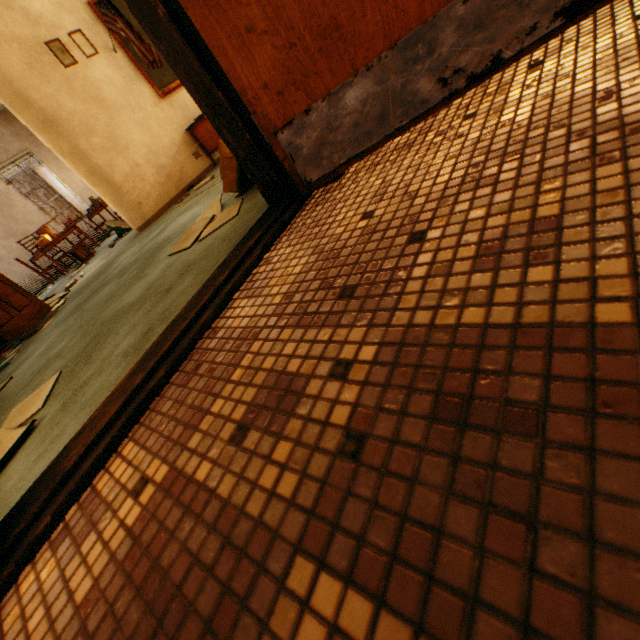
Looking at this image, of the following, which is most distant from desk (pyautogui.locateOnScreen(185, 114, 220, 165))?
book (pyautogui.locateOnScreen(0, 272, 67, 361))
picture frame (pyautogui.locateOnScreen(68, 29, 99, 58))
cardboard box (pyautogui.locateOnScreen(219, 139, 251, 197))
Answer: book (pyautogui.locateOnScreen(0, 272, 67, 361))

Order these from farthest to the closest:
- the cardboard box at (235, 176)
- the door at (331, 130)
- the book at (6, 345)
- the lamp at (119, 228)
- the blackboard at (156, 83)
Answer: the lamp at (119, 228), the blackboard at (156, 83), the book at (6, 345), the cardboard box at (235, 176), the door at (331, 130)

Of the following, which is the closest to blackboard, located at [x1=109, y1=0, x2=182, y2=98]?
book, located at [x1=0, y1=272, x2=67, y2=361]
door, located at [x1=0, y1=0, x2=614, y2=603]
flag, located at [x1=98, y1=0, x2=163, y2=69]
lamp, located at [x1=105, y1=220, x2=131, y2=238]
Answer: flag, located at [x1=98, y1=0, x2=163, y2=69]

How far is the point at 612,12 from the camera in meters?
1.1 m

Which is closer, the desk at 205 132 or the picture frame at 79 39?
the picture frame at 79 39

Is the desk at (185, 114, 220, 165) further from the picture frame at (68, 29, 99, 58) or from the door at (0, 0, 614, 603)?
the door at (0, 0, 614, 603)

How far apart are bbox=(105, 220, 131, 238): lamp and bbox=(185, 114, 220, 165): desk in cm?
221

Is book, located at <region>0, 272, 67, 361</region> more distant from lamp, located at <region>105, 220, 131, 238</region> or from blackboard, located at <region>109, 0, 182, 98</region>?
blackboard, located at <region>109, 0, 182, 98</region>
